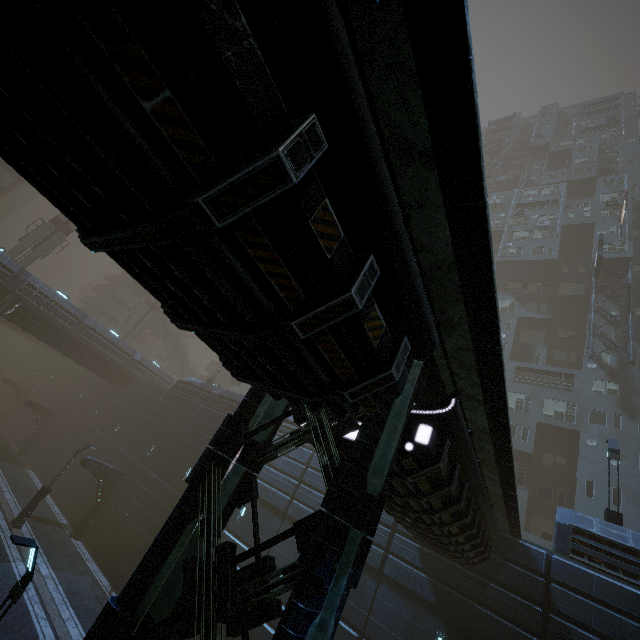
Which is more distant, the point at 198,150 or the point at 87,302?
the point at 87,302

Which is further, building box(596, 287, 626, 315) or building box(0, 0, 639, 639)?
building box(596, 287, 626, 315)

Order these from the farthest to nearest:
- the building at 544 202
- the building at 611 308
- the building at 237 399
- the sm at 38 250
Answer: the sm at 38 250 → the building at 611 308 → the building at 544 202 → the building at 237 399

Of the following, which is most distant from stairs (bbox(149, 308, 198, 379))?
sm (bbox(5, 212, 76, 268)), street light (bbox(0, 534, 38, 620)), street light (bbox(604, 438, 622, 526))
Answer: street light (bbox(604, 438, 622, 526))

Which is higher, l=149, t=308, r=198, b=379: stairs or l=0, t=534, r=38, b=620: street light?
l=149, t=308, r=198, b=379: stairs

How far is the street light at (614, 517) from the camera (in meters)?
14.38
